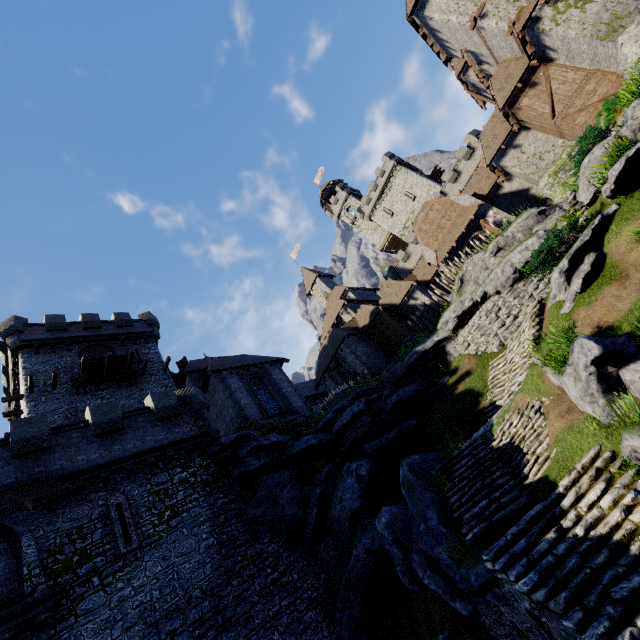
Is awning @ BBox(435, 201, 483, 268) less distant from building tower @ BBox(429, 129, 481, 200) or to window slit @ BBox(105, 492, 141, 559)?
building tower @ BBox(429, 129, 481, 200)

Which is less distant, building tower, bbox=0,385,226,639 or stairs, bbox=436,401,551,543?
stairs, bbox=436,401,551,543

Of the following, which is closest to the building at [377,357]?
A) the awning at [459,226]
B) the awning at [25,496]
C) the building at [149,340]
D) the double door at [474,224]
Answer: the double door at [474,224]

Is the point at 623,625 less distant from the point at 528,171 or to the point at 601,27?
the point at 601,27

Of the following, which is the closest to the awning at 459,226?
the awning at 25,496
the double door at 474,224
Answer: the double door at 474,224

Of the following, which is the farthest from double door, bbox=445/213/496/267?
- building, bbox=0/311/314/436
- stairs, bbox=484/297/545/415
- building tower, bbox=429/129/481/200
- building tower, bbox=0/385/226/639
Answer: building tower, bbox=0/385/226/639

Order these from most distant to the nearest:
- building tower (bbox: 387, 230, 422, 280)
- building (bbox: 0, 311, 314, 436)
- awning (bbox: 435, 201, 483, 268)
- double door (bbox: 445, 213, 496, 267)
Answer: building tower (bbox: 387, 230, 422, 280) < awning (bbox: 435, 201, 483, 268) < double door (bbox: 445, 213, 496, 267) < building (bbox: 0, 311, 314, 436)

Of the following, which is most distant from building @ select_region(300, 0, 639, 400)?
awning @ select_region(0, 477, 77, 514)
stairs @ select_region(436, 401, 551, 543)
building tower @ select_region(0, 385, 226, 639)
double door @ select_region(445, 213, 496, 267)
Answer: awning @ select_region(0, 477, 77, 514)
